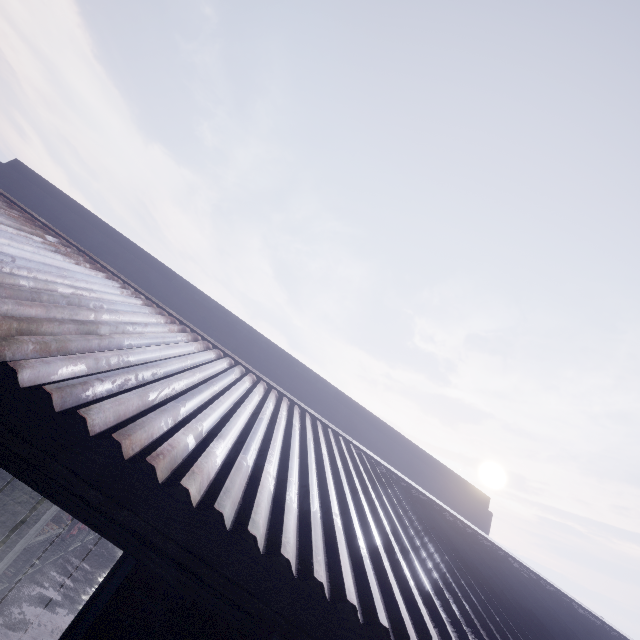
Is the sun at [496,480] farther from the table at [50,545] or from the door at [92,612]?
the door at [92,612]

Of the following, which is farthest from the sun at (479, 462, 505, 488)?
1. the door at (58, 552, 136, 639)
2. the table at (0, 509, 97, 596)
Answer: the door at (58, 552, 136, 639)

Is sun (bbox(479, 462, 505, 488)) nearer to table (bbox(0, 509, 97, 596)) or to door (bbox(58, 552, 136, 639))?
table (bbox(0, 509, 97, 596))

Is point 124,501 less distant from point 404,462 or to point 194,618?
point 194,618
